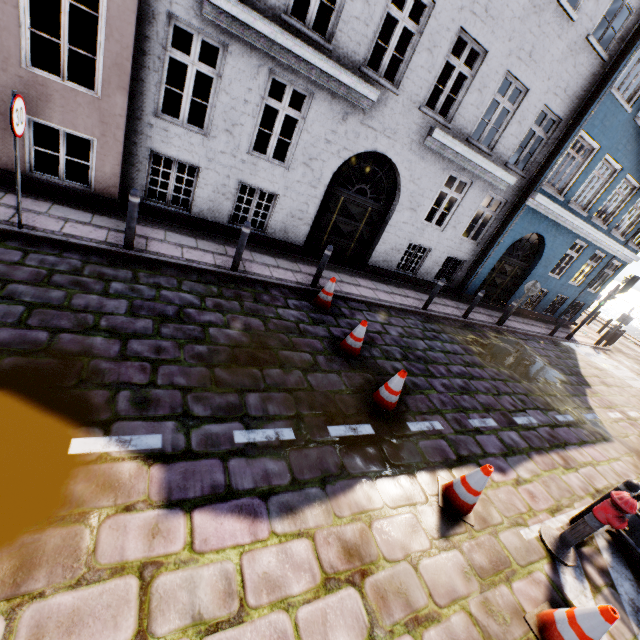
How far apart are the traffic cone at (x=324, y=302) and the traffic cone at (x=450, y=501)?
3.98m

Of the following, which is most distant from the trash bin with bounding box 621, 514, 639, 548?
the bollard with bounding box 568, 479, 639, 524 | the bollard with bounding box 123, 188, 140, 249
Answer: the bollard with bounding box 123, 188, 140, 249

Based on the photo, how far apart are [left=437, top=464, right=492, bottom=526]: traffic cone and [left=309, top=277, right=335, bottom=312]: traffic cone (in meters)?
3.98

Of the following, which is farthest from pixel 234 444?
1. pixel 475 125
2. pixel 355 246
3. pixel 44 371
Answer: pixel 475 125

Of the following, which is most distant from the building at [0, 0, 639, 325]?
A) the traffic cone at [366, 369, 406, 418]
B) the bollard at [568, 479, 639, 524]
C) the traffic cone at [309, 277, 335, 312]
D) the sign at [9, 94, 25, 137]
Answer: the traffic cone at [366, 369, 406, 418]

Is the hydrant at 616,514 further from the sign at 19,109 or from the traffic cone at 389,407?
the sign at 19,109

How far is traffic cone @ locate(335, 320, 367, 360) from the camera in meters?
6.0

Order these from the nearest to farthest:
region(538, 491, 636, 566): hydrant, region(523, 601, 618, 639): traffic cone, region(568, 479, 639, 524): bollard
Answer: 1. region(523, 601, 618, 639): traffic cone
2. region(538, 491, 636, 566): hydrant
3. region(568, 479, 639, 524): bollard
